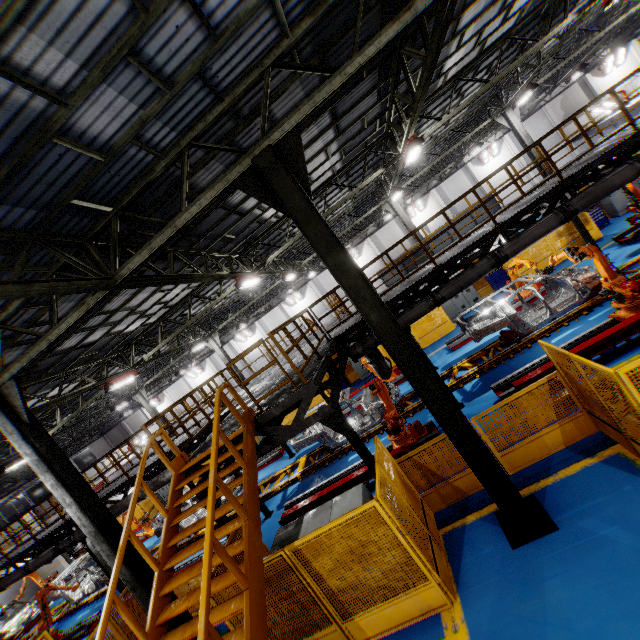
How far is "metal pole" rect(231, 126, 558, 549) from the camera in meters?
5.3 m

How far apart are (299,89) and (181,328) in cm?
1117

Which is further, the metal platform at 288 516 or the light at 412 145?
the light at 412 145

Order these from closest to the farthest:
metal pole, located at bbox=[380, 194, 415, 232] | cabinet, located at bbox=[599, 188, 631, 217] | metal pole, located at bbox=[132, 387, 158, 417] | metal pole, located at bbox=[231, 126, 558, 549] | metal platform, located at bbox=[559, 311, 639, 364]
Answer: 1. metal pole, located at bbox=[231, 126, 558, 549]
2. metal platform, located at bbox=[559, 311, 639, 364]
3. cabinet, located at bbox=[599, 188, 631, 217]
4. metal pole, located at bbox=[380, 194, 415, 232]
5. metal pole, located at bbox=[132, 387, 158, 417]

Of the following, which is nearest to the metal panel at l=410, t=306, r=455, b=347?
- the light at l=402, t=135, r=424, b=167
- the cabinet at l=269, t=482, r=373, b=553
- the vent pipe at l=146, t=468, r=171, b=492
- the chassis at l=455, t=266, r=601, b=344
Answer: the cabinet at l=269, t=482, r=373, b=553

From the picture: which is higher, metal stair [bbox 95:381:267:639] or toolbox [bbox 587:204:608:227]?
metal stair [bbox 95:381:267:639]

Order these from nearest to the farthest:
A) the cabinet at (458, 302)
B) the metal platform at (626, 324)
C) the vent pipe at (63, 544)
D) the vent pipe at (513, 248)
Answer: the metal platform at (626, 324), the vent pipe at (513, 248), the vent pipe at (63, 544), the cabinet at (458, 302)

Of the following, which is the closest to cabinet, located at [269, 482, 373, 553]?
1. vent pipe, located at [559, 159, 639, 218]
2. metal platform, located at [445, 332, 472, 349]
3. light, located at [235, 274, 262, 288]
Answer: vent pipe, located at [559, 159, 639, 218]
